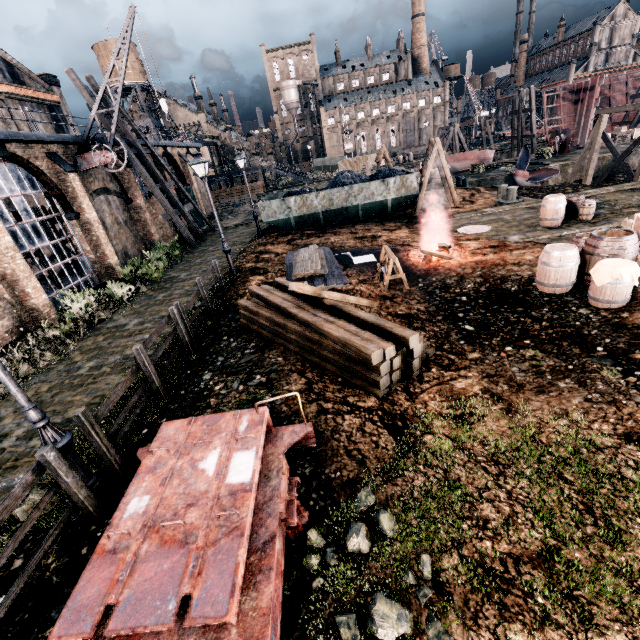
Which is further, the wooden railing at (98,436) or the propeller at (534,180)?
the propeller at (534,180)

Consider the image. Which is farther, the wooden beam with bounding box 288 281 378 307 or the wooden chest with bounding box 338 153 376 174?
the wooden chest with bounding box 338 153 376 174

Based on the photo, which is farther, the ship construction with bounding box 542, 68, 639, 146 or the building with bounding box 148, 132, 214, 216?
the ship construction with bounding box 542, 68, 639, 146

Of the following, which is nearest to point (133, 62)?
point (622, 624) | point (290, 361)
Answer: point (290, 361)

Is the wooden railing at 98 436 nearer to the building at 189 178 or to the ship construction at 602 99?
the building at 189 178

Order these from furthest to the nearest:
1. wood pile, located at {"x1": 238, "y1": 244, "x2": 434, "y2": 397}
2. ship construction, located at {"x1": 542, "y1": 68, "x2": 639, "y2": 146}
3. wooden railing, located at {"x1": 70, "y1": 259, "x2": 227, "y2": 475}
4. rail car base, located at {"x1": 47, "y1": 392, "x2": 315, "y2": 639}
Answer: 1. ship construction, located at {"x1": 542, "y1": 68, "x2": 639, "y2": 146}
2. wood pile, located at {"x1": 238, "y1": 244, "x2": 434, "y2": 397}
3. wooden railing, located at {"x1": 70, "y1": 259, "x2": 227, "y2": 475}
4. rail car base, located at {"x1": 47, "y1": 392, "x2": 315, "y2": 639}

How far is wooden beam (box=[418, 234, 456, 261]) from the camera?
12.84m

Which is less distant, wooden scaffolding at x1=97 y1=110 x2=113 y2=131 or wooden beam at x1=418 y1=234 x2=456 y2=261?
wooden beam at x1=418 y1=234 x2=456 y2=261
